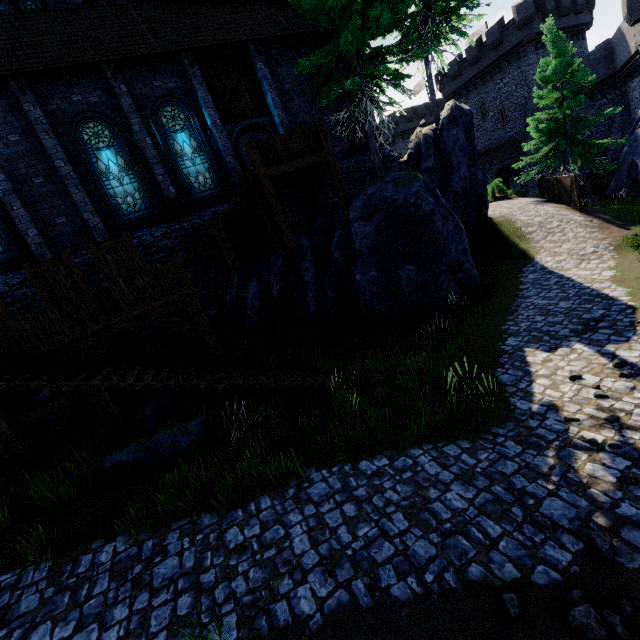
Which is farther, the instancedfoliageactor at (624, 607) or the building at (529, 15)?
the building at (529, 15)

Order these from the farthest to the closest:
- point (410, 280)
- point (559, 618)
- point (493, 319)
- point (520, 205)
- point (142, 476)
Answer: point (520, 205), point (410, 280), point (493, 319), point (142, 476), point (559, 618)

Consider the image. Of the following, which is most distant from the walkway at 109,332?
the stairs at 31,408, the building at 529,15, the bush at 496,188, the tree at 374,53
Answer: the building at 529,15

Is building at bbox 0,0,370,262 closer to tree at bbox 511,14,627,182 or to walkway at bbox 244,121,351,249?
walkway at bbox 244,121,351,249

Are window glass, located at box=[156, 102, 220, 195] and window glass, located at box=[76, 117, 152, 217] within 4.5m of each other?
yes

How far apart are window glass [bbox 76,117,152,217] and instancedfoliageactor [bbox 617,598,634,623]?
15.8m

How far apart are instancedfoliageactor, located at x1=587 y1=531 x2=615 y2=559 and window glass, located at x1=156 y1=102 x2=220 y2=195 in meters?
15.6 m

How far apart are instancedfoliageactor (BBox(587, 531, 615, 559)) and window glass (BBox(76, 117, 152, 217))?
15.8m
